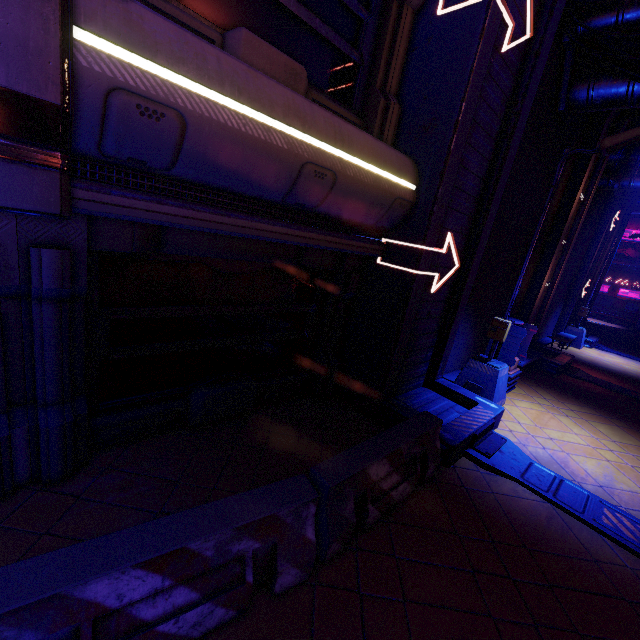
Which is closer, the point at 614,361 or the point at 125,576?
the point at 125,576

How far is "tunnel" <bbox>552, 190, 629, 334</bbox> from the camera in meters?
16.4

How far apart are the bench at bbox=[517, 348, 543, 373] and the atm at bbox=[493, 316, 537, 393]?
0.35m

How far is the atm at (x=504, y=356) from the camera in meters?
8.1

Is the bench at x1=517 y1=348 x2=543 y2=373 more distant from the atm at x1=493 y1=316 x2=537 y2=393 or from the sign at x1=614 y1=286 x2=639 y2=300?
the sign at x1=614 y1=286 x2=639 y2=300

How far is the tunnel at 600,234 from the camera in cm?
1642

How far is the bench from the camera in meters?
9.4 m

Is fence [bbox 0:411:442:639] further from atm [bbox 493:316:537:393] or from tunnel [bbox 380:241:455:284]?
atm [bbox 493:316:537:393]
